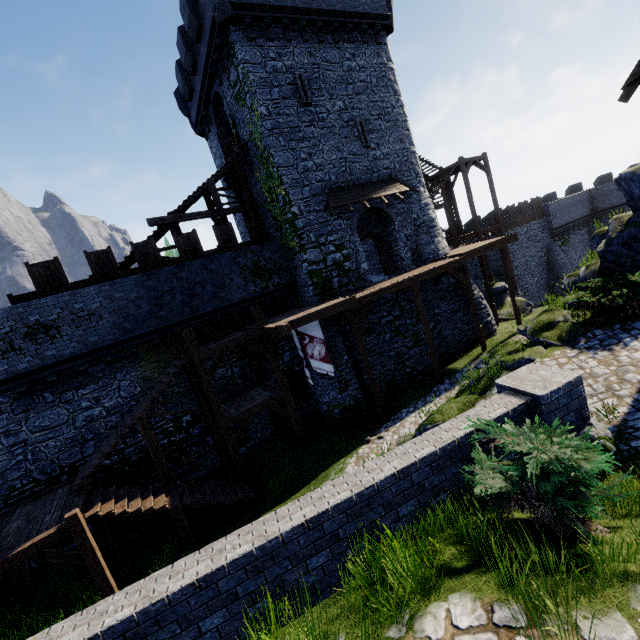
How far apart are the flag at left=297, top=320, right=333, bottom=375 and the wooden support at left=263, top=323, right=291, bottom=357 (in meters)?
0.76

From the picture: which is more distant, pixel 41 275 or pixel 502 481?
pixel 41 275

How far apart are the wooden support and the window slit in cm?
1156

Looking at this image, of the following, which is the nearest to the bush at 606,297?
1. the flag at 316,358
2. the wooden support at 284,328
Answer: the flag at 316,358

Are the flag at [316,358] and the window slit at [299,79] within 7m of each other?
no

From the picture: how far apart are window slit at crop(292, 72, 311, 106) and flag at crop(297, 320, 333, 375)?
11.3 meters

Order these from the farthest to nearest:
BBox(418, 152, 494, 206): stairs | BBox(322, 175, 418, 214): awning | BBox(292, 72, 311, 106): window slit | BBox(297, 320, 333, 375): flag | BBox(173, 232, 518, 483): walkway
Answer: BBox(418, 152, 494, 206): stairs
BBox(322, 175, 418, 214): awning
BBox(292, 72, 311, 106): window slit
BBox(297, 320, 333, 375): flag
BBox(173, 232, 518, 483): walkway

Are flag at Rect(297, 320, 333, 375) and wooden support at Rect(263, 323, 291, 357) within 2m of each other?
yes
